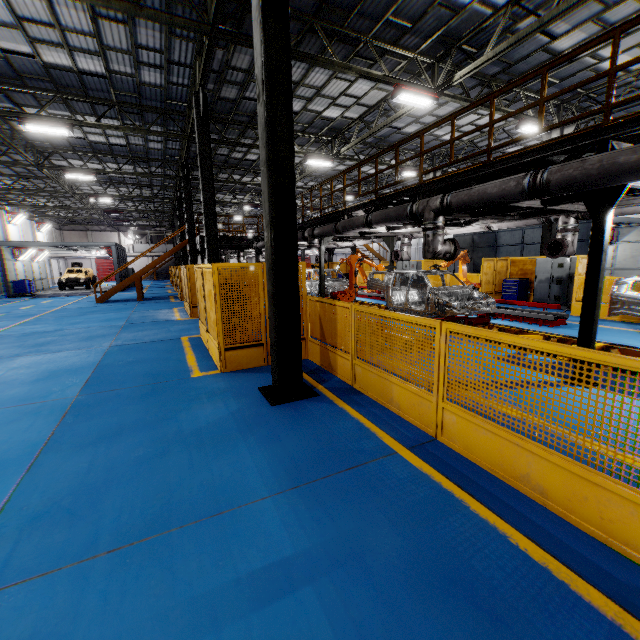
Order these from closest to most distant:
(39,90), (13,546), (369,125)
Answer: (13,546), (39,90), (369,125)

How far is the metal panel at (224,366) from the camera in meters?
6.5 m

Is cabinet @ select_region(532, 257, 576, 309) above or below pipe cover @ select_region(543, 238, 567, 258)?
below

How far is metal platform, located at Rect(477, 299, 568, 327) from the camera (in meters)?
10.28

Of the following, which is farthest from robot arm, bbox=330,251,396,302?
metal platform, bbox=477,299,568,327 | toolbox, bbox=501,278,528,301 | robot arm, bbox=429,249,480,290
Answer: toolbox, bbox=501,278,528,301

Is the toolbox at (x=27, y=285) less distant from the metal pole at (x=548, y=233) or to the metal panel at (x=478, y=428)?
the metal panel at (x=478, y=428)

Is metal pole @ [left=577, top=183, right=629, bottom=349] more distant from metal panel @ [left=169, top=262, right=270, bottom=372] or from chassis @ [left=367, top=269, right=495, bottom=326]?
metal panel @ [left=169, top=262, right=270, bottom=372]

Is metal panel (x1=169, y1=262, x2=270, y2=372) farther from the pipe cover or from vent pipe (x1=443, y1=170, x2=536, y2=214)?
the pipe cover
